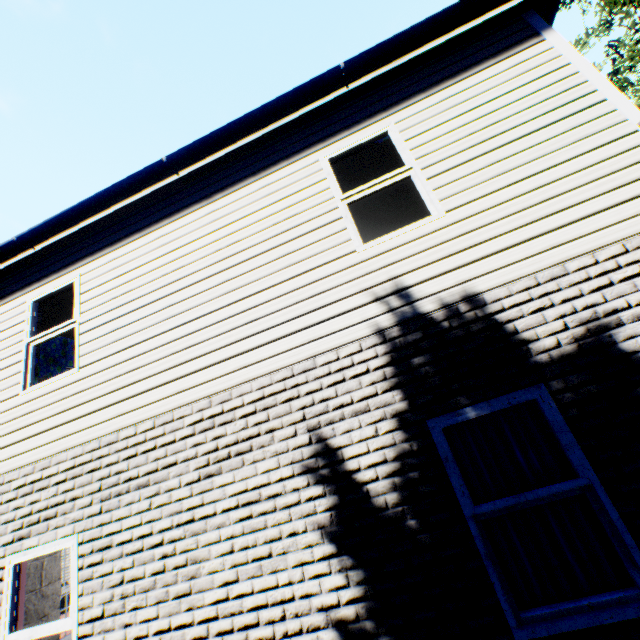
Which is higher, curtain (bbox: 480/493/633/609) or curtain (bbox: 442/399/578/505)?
→ curtain (bbox: 442/399/578/505)

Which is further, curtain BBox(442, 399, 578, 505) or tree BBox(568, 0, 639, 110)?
tree BBox(568, 0, 639, 110)

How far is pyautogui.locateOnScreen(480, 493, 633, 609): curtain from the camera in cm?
258

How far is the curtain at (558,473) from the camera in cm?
285

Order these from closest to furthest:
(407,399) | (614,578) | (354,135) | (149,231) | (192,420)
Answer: (614,578) → (407,399) → (192,420) → (354,135) → (149,231)

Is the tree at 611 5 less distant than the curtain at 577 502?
No
